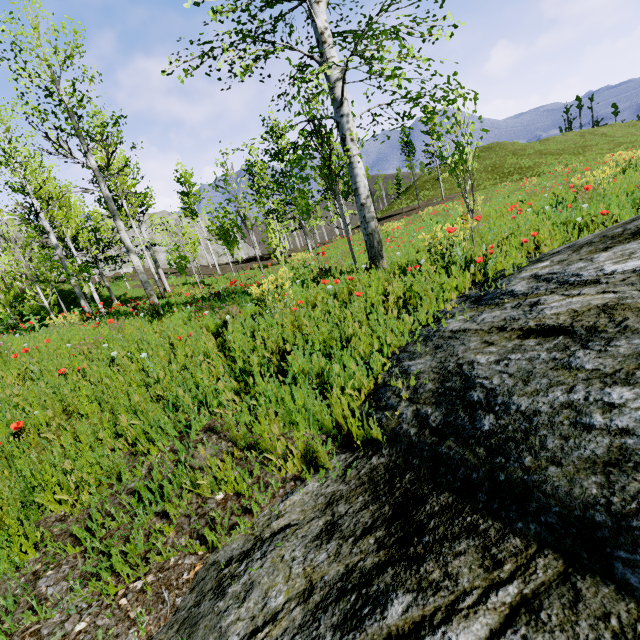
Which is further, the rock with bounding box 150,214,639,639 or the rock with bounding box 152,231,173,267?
the rock with bounding box 152,231,173,267

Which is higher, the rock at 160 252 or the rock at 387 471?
the rock at 160 252

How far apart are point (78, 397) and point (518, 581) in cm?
413

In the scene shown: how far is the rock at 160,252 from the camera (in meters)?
46.84

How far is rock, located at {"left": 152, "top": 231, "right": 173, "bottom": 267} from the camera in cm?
4684

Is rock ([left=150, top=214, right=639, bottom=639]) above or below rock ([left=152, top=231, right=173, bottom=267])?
below
